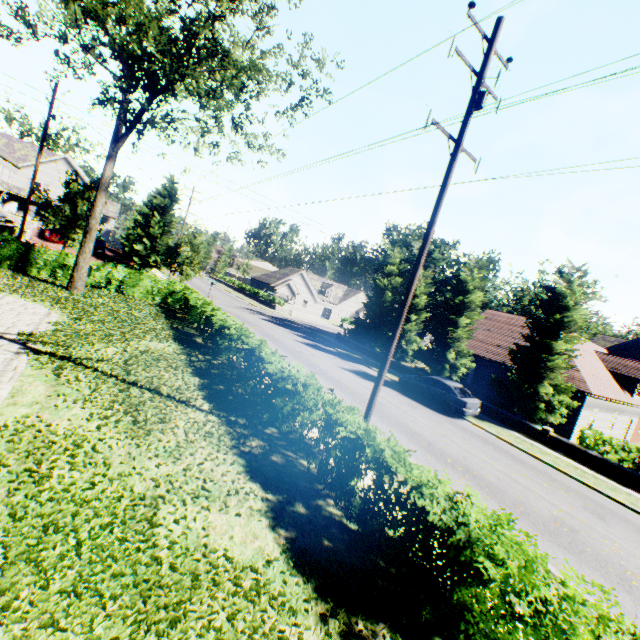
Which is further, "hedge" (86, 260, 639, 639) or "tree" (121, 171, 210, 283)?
"tree" (121, 171, 210, 283)

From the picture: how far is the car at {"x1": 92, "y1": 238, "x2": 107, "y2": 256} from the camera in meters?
37.3 m

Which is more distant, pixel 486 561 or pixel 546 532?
pixel 546 532

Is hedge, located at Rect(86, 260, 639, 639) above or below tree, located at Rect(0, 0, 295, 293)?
below

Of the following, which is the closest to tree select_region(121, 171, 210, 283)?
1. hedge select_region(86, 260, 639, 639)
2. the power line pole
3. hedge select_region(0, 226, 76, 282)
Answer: hedge select_region(0, 226, 76, 282)

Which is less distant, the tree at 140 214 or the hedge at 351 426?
the hedge at 351 426

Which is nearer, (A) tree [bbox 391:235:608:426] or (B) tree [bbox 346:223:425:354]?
(A) tree [bbox 391:235:608:426]

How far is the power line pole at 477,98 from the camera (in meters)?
7.91
